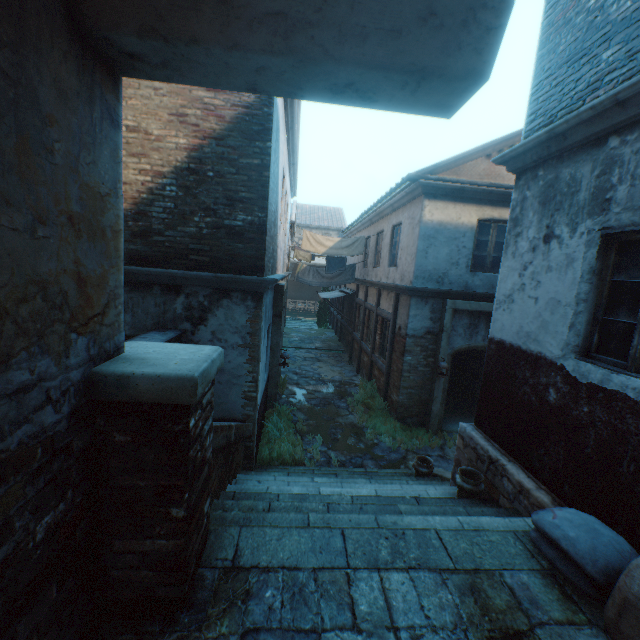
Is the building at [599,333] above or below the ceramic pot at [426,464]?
above

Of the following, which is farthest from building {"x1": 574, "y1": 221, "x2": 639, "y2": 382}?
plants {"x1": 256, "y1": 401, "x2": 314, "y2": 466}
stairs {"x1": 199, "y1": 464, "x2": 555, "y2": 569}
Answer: plants {"x1": 256, "y1": 401, "x2": 314, "y2": 466}

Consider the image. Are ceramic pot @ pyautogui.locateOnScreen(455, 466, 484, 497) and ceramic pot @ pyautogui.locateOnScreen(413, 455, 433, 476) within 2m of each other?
yes

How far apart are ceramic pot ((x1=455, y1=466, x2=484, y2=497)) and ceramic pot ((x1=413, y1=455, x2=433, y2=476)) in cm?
139

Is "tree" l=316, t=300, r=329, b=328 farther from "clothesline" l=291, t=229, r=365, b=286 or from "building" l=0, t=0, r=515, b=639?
"clothesline" l=291, t=229, r=365, b=286

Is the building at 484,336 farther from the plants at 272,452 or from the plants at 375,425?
the plants at 272,452

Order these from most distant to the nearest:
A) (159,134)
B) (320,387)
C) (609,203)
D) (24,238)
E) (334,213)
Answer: (334,213) → (320,387) → (159,134) → (609,203) → (24,238)

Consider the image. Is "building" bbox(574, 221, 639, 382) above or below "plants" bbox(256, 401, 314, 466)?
above
